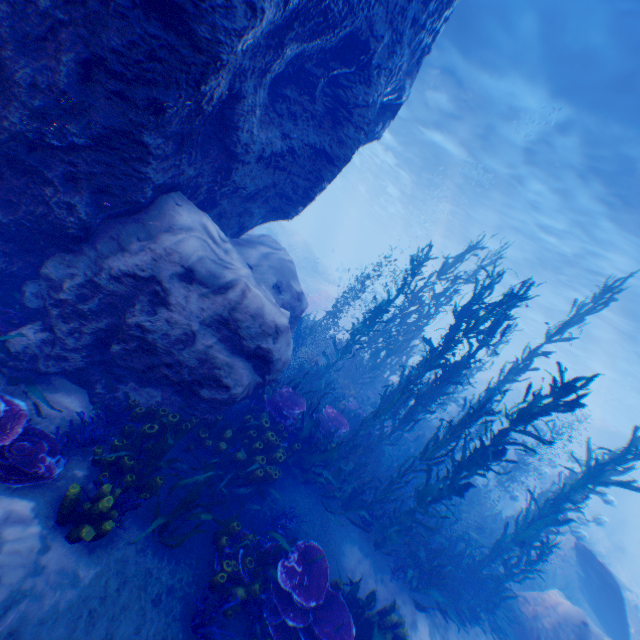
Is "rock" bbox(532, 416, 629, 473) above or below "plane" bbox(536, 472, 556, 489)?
above

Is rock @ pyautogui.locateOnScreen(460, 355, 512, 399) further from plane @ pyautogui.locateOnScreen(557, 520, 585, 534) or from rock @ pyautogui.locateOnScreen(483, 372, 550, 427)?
plane @ pyautogui.locateOnScreen(557, 520, 585, 534)

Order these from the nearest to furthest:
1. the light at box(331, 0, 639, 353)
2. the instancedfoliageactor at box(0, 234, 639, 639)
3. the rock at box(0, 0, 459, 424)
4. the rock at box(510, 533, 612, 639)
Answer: the rock at box(0, 0, 459, 424) → the instancedfoliageactor at box(0, 234, 639, 639) → the rock at box(510, 533, 612, 639) → the light at box(331, 0, 639, 353)

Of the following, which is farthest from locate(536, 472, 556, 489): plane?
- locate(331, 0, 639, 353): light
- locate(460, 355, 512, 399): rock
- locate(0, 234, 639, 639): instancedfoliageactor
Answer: locate(460, 355, 512, 399): rock

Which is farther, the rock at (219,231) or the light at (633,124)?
the light at (633,124)

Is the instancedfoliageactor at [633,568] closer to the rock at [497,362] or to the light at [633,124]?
the light at [633,124]

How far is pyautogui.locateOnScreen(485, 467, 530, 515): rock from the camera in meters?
13.0

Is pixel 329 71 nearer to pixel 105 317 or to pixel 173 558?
pixel 105 317
